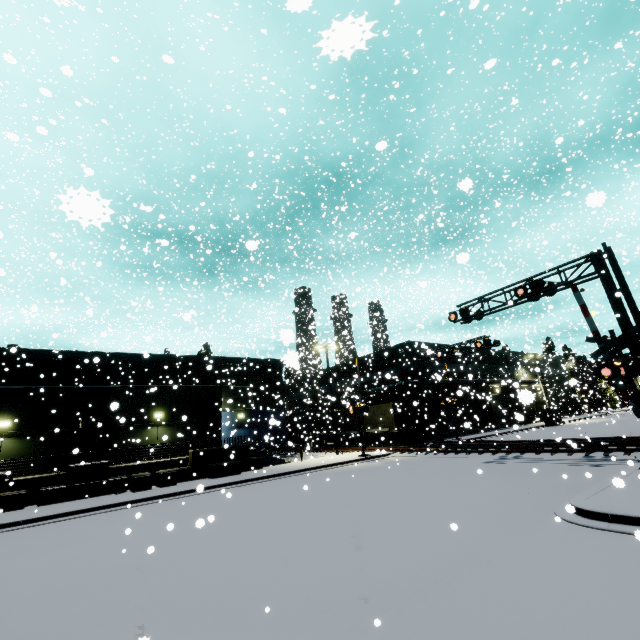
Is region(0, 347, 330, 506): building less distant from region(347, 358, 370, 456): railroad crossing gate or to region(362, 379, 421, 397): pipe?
region(362, 379, 421, 397): pipe

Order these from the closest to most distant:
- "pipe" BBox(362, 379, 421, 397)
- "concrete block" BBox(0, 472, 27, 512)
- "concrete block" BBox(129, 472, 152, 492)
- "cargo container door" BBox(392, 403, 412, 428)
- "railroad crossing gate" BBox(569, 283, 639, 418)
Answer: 1. "railroad crossing gate" BBox(569, 283, 639, 418)
2. "concrete block" BBox(0, 472, 27, 512)
3. "concrete block" BBox(129, 472, 152, 492)
4. "cargo container door" BBox(392, 403, 412, 428)
5. "pipe" BBox(362, 379, 421, 397)

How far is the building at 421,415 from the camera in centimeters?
3391cm

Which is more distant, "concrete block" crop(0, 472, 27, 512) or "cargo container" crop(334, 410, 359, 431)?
"cargo container" crop(334, 410, 359, 431)

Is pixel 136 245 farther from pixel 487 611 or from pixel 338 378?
pixel 487 611

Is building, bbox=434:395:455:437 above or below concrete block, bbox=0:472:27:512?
above

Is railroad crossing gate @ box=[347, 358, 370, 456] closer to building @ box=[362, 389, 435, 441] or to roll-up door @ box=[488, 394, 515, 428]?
building @ box=[362, 389, 435, 441]

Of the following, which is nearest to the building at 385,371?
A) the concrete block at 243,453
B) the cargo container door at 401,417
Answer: the concrete block at 243,453
